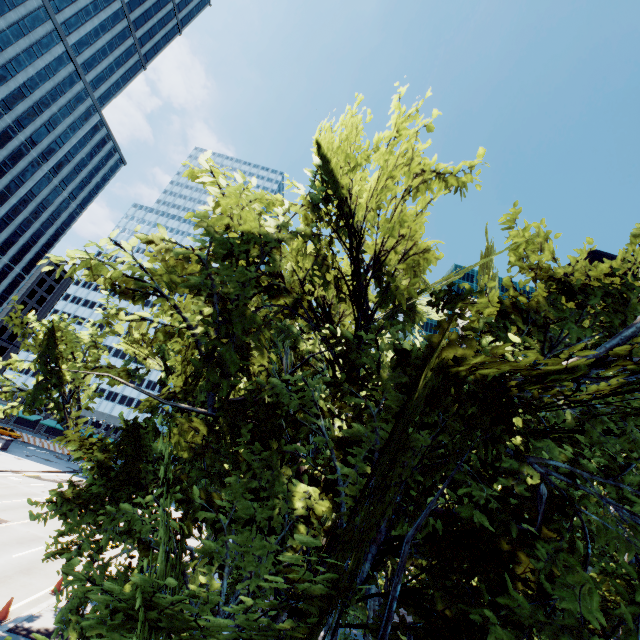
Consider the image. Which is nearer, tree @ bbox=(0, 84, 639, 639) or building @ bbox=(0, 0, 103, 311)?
tree @ bbox=(0, 84, 639, 639)

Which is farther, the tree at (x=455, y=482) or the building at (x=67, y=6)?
the building at (x=67, y=6)

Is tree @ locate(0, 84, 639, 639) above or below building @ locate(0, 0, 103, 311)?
below

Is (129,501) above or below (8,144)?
below

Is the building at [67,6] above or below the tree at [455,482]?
above
